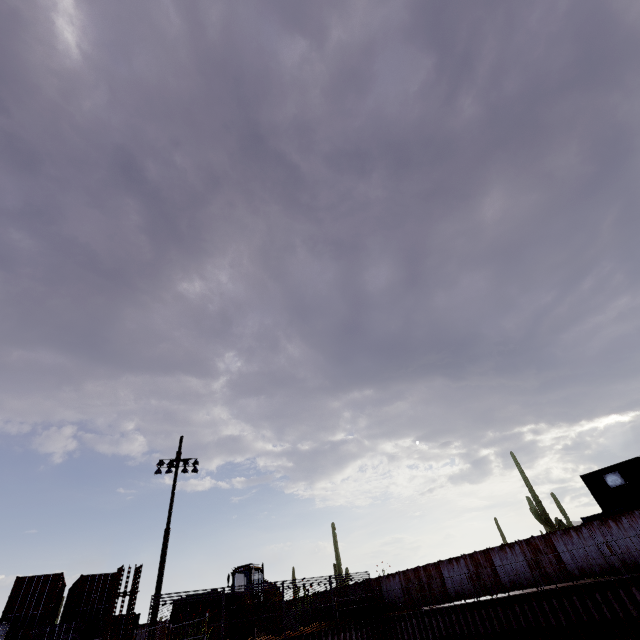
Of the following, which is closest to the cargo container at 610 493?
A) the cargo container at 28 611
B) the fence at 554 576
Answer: the fence at 554 576

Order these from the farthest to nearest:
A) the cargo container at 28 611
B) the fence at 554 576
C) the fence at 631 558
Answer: the cargo container at 28 611 < the fence at 554 576 < the fence at 631 558

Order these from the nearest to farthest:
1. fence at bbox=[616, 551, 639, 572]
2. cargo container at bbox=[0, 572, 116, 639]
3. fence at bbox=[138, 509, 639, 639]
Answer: fence at bbox=[616, 551, 639, 572] < fence at bbox=[138, 509, 639, 639] < cargo container at bbox=[0, 572, 116, 639]

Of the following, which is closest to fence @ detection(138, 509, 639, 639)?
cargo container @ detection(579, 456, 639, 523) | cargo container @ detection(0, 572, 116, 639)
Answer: cargo container @ detection(579, 456, 639, 523)

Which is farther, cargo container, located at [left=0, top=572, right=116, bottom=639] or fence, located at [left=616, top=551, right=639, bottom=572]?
cargo container, located at [left=0, top=572, right=116, bottom=639]

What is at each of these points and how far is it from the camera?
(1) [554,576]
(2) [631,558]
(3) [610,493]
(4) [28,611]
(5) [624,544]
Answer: (1) fence, 17.9m
(2) fence, 15.9m
(3) cargo container, 20.8m
(4) cargo container, 19.5m
(5) fence, 16.3m
